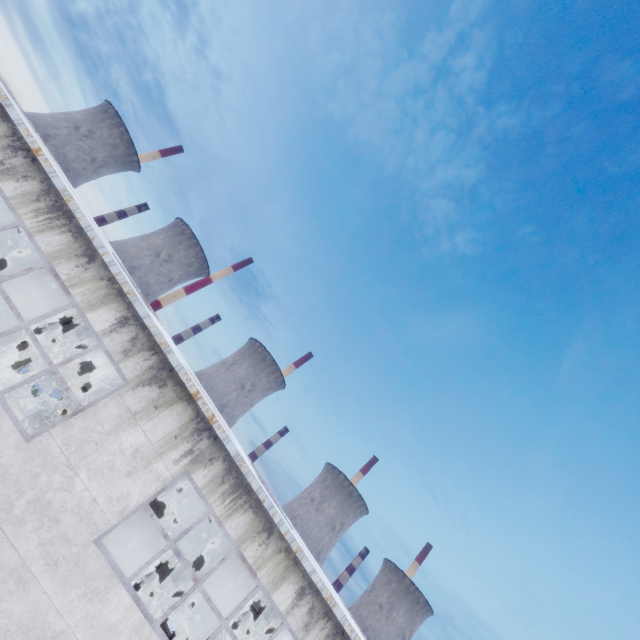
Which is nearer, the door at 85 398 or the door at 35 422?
the door at 35 422

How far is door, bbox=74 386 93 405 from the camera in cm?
2016

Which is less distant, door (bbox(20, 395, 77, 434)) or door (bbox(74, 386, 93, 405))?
door (bbox(20, 395, 77, 434))

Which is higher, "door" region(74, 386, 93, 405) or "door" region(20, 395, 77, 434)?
"door" region(74, 386, 93, 405)

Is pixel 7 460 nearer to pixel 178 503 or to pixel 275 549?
pixel 275 549

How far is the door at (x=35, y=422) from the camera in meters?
18.9 m
